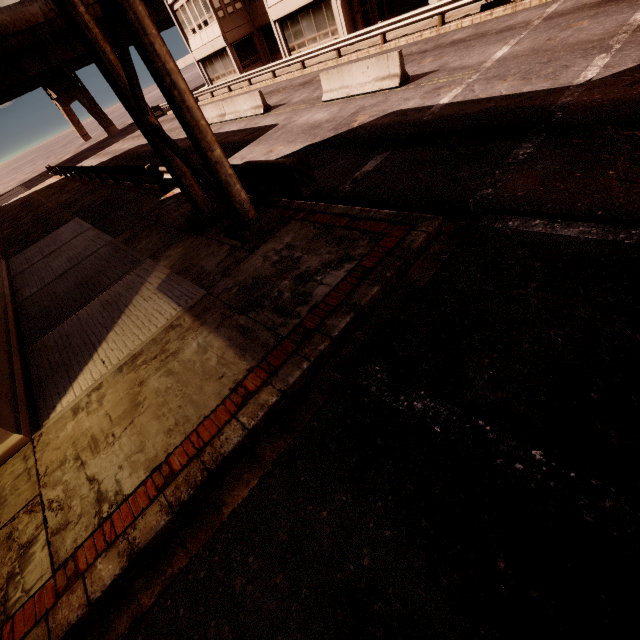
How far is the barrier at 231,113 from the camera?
17.12m

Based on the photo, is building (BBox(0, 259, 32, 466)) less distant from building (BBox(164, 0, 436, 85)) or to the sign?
the sign

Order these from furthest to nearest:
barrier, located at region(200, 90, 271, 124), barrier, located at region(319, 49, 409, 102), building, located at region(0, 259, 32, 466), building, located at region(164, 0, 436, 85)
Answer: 1. building, located at region(164, 0, 436, 85)
2. barrier, located at region(200, 90, 271, 124)
3. barrier, located at region(319, 49, 409, 102)
4. building, located at region(0, 259, 32, 466)

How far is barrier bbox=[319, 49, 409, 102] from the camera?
11.3m

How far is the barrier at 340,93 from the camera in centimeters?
1134cm

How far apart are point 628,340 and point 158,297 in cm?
733

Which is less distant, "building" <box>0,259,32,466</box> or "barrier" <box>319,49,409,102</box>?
"building" <box>0,259,32,466</box>

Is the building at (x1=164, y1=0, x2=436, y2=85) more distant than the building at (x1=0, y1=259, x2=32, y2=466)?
Yes
